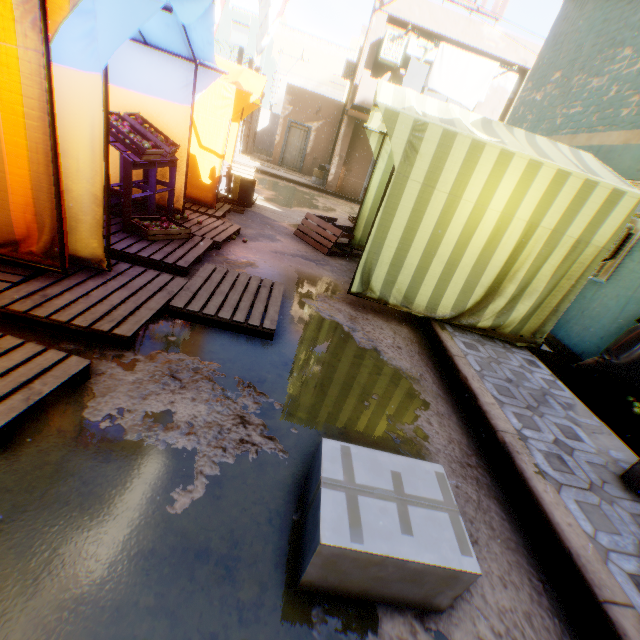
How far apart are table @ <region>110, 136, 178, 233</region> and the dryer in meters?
0.4

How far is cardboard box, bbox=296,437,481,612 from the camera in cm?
135

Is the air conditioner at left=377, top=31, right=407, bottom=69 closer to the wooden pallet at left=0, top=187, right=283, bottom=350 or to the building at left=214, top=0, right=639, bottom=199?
the building at left=214, top=0, right=639, bottom=199

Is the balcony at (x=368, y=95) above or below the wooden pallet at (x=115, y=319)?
above

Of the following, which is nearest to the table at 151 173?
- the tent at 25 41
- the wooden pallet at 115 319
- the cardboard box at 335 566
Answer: the tent at 25 41

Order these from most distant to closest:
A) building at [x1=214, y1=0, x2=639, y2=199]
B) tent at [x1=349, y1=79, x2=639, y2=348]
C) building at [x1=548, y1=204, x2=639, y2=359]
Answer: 1. building at [x1=214, y1=0, x2=639, y2=199]
2. building at [x1=548, y1=204, x2=639, y2=359]
3. tent at [x1=349, y1=79, x2=639, y2=348]

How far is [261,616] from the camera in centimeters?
134cm
